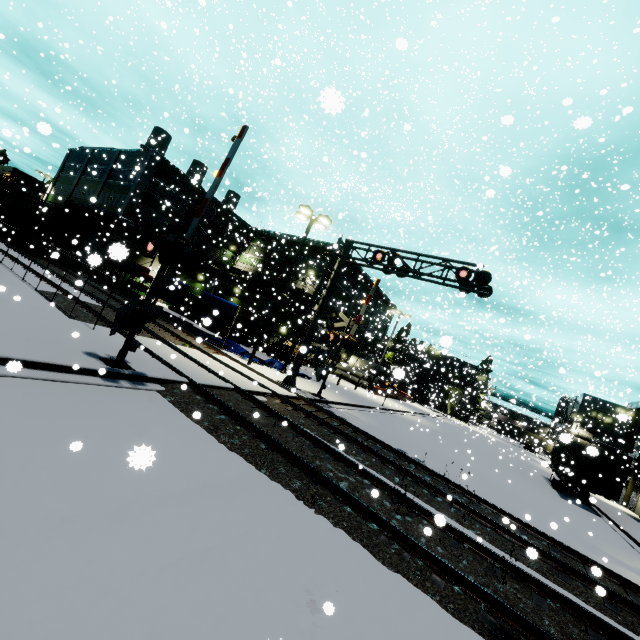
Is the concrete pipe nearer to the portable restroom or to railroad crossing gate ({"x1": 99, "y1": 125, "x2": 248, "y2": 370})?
the portable restroom

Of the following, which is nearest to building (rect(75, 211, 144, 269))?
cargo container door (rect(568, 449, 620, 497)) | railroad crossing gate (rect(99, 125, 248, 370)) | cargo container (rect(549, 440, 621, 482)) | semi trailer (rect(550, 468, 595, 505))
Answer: cargo container (rect(549, 440, 621, 482))

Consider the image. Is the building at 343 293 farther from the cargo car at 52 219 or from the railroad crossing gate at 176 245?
the railroad crossing gate at 176 245

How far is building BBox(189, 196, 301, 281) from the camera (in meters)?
41.19

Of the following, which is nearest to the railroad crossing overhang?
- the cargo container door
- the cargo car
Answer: the cargo car

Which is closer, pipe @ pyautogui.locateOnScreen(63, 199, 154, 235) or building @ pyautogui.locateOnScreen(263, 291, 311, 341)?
pipe @ pyautogui.locateOnScreen(63, 199, 154, 235)

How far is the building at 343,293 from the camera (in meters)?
41.08

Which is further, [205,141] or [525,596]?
[205,141]
